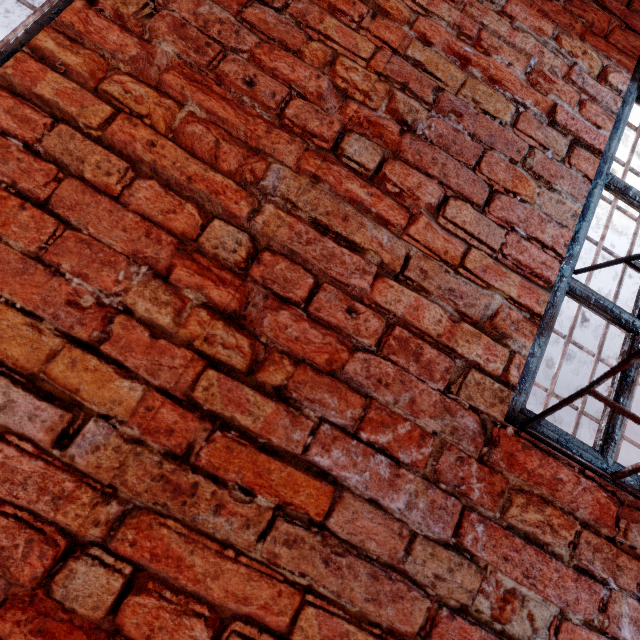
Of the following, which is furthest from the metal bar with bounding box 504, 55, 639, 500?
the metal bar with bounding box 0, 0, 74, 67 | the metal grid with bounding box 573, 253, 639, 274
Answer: the metal bar with bounding box 0, 0, 74, 67

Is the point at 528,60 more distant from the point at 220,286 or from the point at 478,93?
the point at 220,286

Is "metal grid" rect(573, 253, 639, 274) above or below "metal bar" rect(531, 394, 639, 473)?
above

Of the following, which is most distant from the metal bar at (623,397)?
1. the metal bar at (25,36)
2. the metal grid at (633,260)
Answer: the metal bar at (25,36)

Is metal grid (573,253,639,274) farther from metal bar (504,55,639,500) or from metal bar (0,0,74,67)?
metal bar (0,0,74,67)
